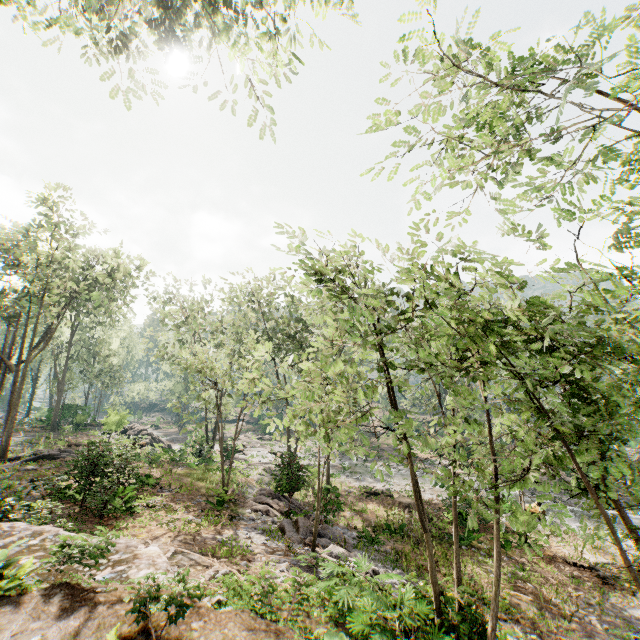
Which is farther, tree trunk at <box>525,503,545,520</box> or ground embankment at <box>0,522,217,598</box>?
tree trunk at <box>525,503,545,520</box>

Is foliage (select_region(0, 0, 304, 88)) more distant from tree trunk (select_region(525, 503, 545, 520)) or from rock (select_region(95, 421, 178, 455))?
tree trunk (select_region(525, 503, 545, 520))

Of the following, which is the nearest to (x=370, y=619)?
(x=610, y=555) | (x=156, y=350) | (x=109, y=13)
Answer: (x=610, y=555)

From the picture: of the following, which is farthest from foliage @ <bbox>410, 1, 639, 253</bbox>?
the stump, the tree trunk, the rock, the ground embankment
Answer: the stump

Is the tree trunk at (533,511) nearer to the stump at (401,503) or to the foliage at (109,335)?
the foliage at (109,335)

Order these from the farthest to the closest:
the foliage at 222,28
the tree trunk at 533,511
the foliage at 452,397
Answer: the tree trunk at 533,511 < the foliage at 222,28 < the foliage at 452,397

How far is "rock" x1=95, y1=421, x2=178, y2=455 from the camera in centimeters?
2827cm

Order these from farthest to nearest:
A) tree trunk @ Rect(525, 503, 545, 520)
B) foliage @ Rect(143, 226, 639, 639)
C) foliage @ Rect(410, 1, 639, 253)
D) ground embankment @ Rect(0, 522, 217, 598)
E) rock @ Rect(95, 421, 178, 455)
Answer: rock @ Rect(95, 421, 178, 455) → tree trunk @ Rect(525, 503, 545, 520) → ground embankment @ Rect(0, 522, 217, 598) → foliage @ Rect(410, 1, 639, 253) → foliage @ Rect(143, 226, 639, 639)
